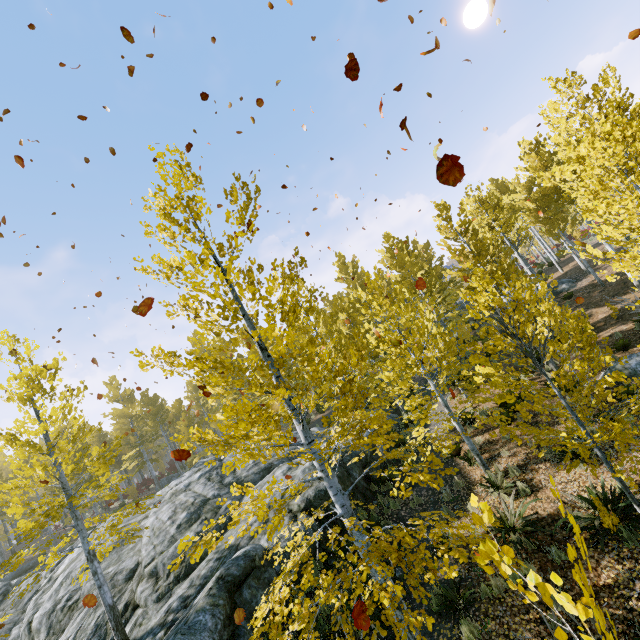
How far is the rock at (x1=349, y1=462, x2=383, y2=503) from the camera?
11.1 meters

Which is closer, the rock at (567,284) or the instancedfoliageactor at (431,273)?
the instancedfoliageactor at (431,273)

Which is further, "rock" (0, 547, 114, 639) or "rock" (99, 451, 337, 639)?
"rock" (0, 547, 114, 639)

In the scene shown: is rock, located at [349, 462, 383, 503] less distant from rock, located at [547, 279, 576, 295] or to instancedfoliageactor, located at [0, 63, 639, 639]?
instancedfoliageactor, located at [0, 63, 639, 639]

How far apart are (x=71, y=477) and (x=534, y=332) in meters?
34.0 m

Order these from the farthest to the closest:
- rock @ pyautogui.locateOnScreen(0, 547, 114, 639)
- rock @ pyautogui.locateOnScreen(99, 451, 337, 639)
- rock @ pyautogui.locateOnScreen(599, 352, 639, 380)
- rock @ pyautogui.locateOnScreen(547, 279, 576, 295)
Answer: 1. rock @ pyautogui.locateOnScreen(547, 279, 576, 295)
2. rock @ pyautogui.locateOnScreen(599, 352, 639, 380)
3. rock @ pyautogui.locateOnScreen(0, 547, 114, 639)
4. rock @ pyautogui.locateOnScreen(99, 451, 337, 639)

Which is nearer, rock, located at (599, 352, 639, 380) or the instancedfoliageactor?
the instancedfoliageactor

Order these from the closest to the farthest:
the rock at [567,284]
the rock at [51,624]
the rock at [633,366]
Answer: the rock at [51,624], the rock at [633,366], the rock at [567,284]
